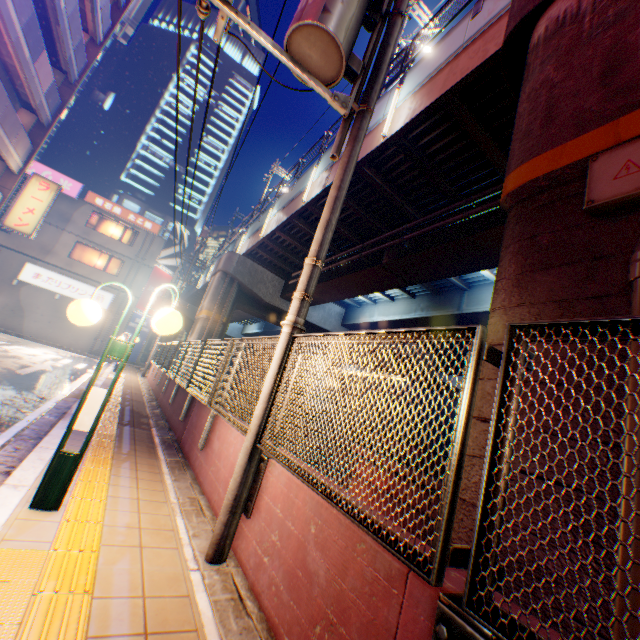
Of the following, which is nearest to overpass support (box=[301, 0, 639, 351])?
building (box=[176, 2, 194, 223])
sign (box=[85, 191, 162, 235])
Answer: sign (box=[85, 191, 162, 235])

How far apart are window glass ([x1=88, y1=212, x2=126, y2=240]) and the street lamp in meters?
30.1

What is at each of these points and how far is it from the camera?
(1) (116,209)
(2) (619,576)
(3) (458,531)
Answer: (1) sign, 28.0 meters
(2) pipe, 1.8 meters
(3) overpass support, 3.0 meters

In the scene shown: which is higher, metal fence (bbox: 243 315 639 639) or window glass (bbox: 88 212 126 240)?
window glass (bbox: 88 212 126 240)

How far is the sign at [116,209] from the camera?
27.2m

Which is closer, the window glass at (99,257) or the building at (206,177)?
the window glass at (99,257)

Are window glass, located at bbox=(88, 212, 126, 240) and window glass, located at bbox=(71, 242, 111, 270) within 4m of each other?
yes

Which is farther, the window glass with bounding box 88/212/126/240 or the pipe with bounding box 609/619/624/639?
the window glass with bounding box 88/212/126/240
